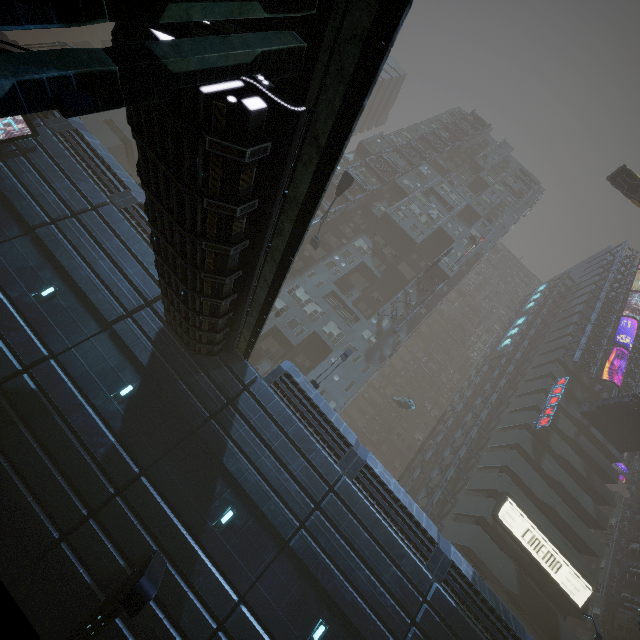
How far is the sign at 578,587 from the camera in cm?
2800

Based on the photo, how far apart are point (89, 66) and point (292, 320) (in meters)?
30.54

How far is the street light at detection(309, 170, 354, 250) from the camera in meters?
22.7

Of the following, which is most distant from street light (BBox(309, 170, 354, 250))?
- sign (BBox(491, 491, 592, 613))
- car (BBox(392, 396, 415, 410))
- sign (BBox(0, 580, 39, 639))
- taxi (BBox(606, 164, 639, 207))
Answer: sign (BBox(491, 491, 592, 613))

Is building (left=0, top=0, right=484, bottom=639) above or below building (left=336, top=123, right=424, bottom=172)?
below

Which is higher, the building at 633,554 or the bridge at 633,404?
the bridge at 633,404

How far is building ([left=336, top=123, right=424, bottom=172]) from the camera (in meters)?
47.88

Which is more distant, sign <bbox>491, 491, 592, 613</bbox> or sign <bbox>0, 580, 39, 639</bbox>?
sign <bbox>491, 491, 592, 613</bbox>
